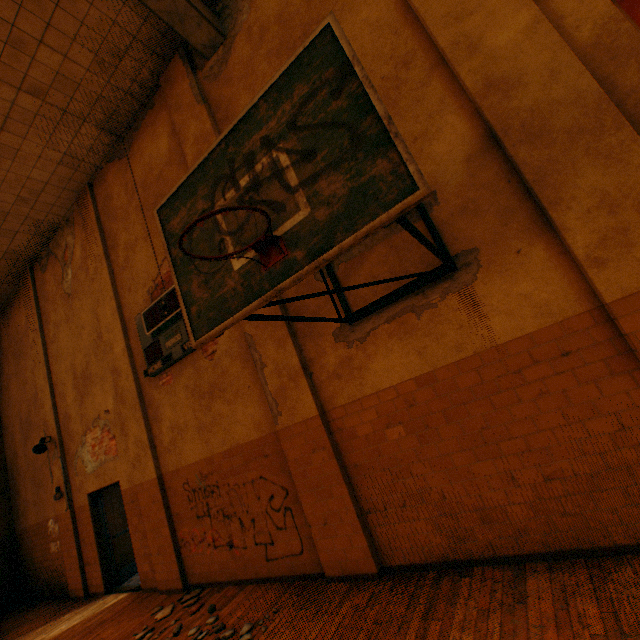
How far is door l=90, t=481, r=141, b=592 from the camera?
7.3 meters

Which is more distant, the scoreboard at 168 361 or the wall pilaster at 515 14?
the scoreboard at 168 361

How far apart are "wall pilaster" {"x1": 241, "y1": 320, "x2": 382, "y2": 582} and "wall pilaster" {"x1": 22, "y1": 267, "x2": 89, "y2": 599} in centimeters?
713cm

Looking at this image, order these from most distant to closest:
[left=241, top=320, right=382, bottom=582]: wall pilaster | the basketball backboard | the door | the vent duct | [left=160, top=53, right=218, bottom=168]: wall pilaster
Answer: the door, [left=160, top=53, right=218, bottom=168]: wall pilaster, the vent duct, [left=241, top=320, right=382, bottom=582]: wall pilaster, the basketball backboard

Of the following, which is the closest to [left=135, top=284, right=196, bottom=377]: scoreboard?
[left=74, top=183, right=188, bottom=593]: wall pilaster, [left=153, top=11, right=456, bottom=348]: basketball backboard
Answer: [left=74, top=183, right=188, bottom=593]: wall pilaster

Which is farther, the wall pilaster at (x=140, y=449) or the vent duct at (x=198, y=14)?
the wall pilaster at (x=140, y=449)

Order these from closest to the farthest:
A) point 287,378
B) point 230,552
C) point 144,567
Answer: point 287,378, point 230,552, point 144,567

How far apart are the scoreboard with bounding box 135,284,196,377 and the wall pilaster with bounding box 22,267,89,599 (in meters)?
4.45
